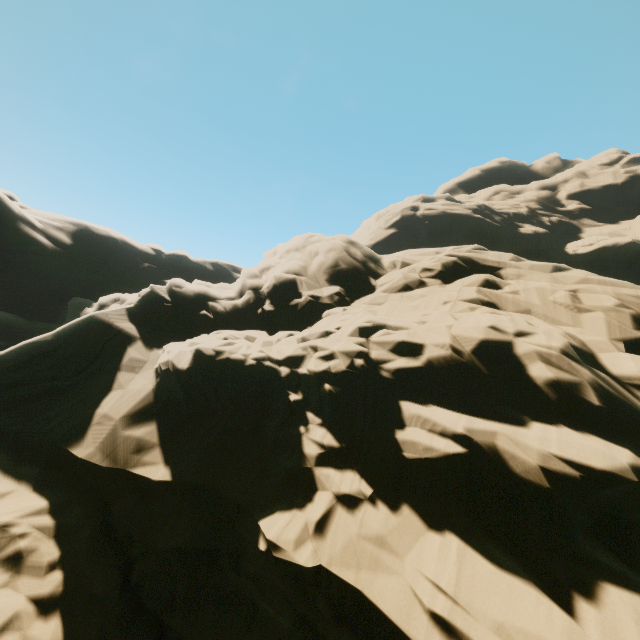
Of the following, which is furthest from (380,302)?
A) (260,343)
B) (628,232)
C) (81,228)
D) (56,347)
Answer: (628,232)
